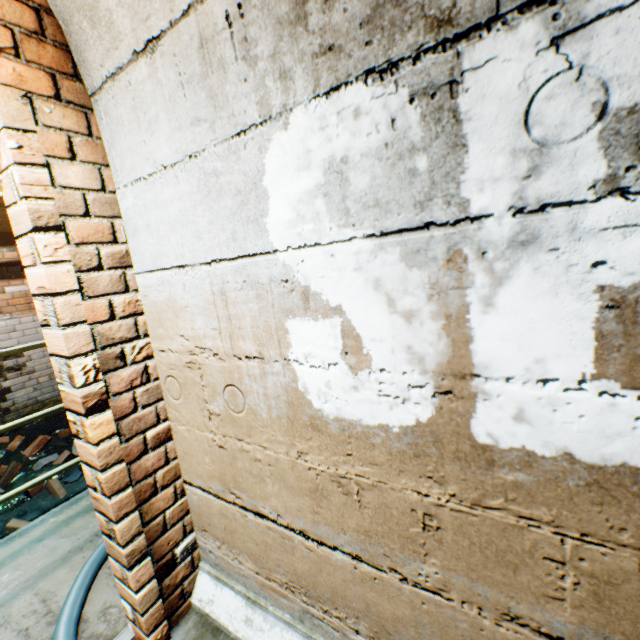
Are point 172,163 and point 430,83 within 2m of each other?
yes

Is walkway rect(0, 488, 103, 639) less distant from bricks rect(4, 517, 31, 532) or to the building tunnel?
the building tunnel

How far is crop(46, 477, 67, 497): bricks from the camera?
3.9 meters

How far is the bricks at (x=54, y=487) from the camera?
3.9 meters

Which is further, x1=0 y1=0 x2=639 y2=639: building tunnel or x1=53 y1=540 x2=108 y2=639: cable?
x1=53 y1=540 x2=108 y2=639: cable

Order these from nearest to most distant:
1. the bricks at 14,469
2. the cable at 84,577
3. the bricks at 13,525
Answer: the cable at 84,577, the bricks at 13,525, the bricks at 14,469

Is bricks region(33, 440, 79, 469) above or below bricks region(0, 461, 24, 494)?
above

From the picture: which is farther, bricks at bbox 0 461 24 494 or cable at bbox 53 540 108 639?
bricks at bbox 0 461 24 494
